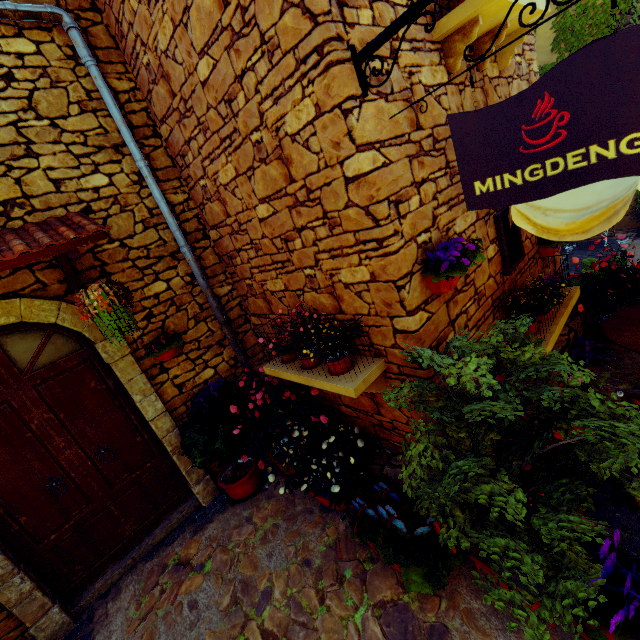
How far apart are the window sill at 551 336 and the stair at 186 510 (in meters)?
4.10

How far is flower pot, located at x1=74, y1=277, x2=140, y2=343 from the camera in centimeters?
281cm

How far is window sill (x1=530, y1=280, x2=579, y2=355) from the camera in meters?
3.3 m

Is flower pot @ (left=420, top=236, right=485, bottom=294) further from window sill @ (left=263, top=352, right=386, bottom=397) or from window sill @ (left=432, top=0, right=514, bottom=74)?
window sill @ (left=432, top=0, right=514, bottom=74)

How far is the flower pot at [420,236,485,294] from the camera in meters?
2.4

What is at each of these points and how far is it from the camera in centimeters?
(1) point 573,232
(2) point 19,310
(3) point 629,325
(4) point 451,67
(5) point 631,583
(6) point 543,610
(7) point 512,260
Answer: (1) table, 247cm
(2) stone doorway, 298cm
(3) table, 337cm
(4) window sill, 279cm
(5) flower pot, 199cm
(6) potted tree, 161cm
(7) window, 375cm

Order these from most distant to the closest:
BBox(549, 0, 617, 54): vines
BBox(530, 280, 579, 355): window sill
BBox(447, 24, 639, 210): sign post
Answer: BBox(549, 0, 617, 54): vines → BBox(530, 280, 579, 355): window sill → BBox(447, 24, 639, 210): sign post

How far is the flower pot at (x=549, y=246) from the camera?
4.3m
